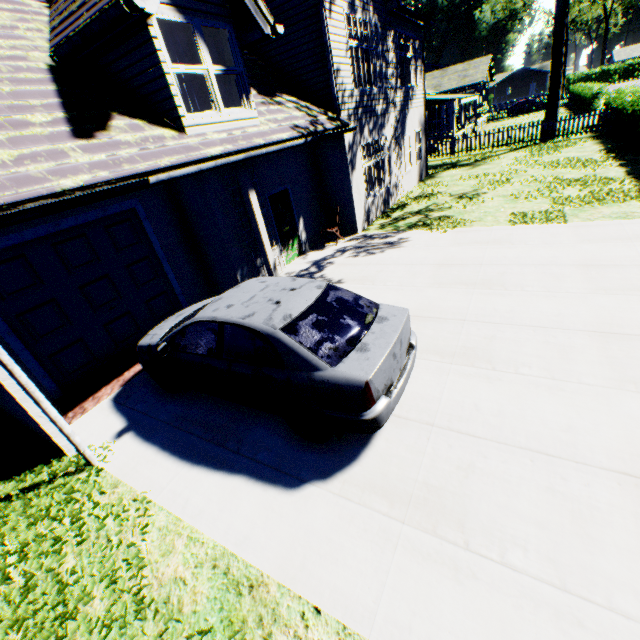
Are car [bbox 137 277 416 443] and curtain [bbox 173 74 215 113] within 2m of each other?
no

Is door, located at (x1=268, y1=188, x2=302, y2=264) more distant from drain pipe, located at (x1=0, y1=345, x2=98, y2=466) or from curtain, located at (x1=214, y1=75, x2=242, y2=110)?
drain pipe, located at (x1=0, y1=345, x2=98, y2=466)

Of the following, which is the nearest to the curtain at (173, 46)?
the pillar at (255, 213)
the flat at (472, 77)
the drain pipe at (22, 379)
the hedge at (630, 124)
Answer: the pillar at (255, 213)

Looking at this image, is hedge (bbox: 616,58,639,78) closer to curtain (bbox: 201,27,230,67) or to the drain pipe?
curtain (bbox: 201,27,230,67)

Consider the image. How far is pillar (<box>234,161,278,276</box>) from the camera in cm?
672

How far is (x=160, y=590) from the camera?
3.08m

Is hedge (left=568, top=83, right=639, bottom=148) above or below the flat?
below

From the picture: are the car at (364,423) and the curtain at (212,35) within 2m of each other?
no
